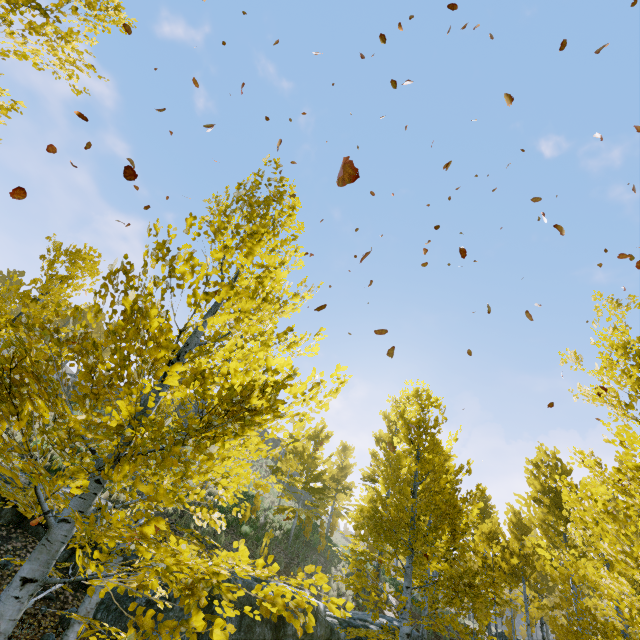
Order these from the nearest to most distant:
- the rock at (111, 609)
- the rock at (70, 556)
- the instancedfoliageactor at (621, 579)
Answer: the instancedfoliageactor at (621, 579) → the rock at (111, 609) → the rock at (70, 556)

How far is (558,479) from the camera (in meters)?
5.10

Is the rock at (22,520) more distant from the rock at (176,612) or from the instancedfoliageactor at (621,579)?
the instancedfoliageactor at (621,579)

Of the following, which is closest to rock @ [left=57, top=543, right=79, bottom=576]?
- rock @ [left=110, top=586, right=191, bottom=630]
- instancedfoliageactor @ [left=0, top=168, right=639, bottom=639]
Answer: rock @ [left=110, top=586, right=191, bottom=630]

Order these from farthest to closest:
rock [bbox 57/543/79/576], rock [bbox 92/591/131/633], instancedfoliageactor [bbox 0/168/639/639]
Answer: rock [bbox 57/543/79/576], rock [bbox 92/591/131/633], instancedfoliageactor [bbox 0/168/639/639]

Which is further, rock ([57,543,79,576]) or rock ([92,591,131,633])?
rock ([57,543,79,576])
